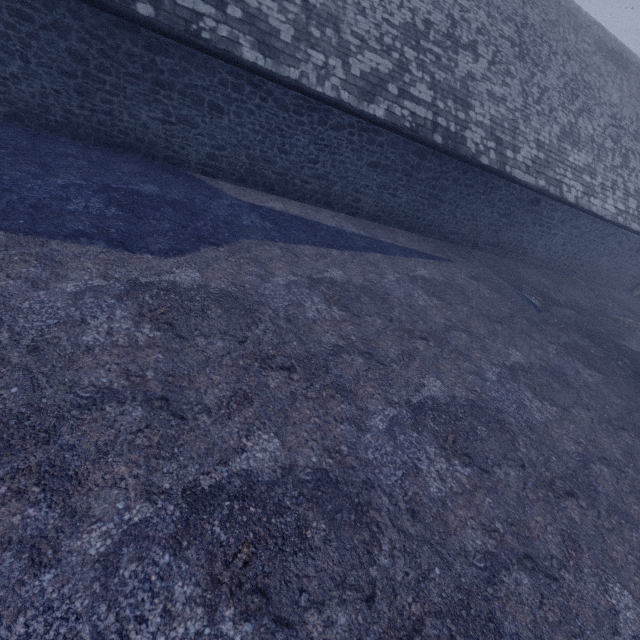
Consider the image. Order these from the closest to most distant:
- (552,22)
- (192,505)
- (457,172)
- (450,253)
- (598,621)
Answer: (192,505)
(598,621)
(457,172)
(450,253)
(552,22)
